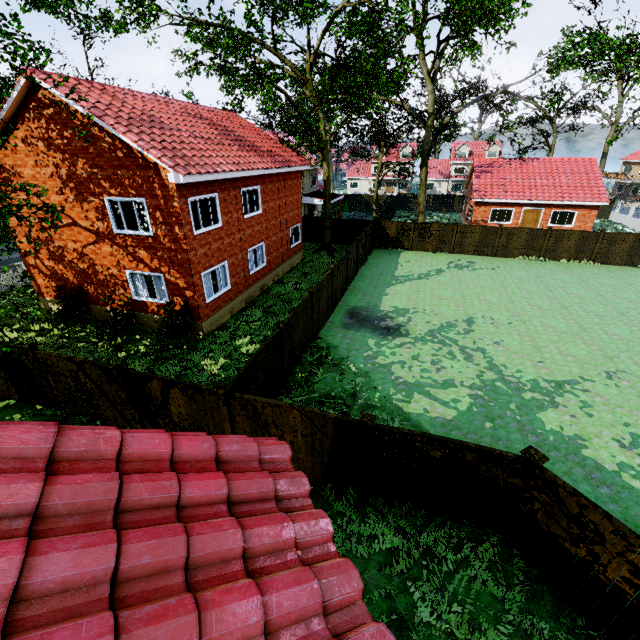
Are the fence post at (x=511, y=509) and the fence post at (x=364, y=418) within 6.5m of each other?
yes

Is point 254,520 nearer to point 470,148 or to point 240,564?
point 240,564

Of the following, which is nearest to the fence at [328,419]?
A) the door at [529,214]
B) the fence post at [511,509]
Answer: the fence post at [511,509]

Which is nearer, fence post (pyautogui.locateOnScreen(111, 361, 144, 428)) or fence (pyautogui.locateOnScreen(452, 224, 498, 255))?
fence post (pyautogui.locateOnScreen(111, 361, 144, 428))

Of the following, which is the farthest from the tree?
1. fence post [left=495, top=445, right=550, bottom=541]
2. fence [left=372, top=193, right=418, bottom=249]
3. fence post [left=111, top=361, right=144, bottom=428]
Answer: fence post [left=495, top=445, right=550, bottom=541]

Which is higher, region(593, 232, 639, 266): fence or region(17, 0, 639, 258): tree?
region(17, 0, 639, 258): tree

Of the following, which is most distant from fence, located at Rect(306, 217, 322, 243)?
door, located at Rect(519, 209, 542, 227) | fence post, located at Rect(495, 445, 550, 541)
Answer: door, located at Rect(519, 209, 542, 227)

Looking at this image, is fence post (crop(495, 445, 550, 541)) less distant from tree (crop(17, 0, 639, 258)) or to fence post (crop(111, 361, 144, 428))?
fence post (crop(111, 361, 144, 428))
